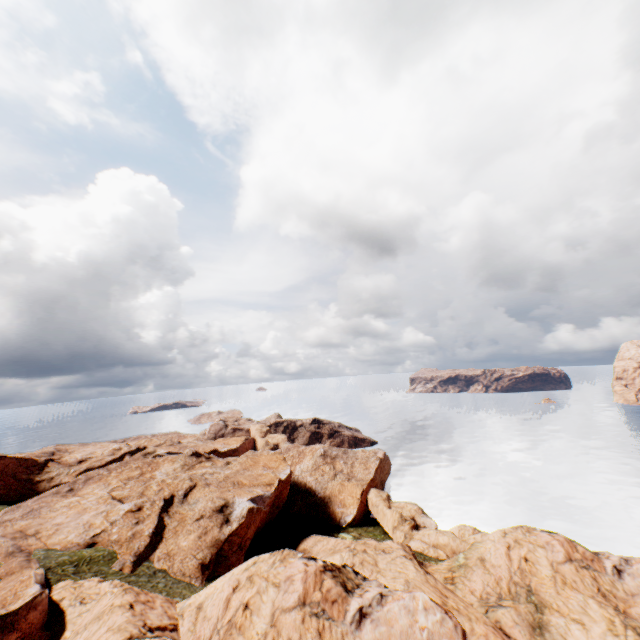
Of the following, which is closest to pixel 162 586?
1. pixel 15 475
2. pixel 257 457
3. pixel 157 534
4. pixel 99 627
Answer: pixel 157 534
